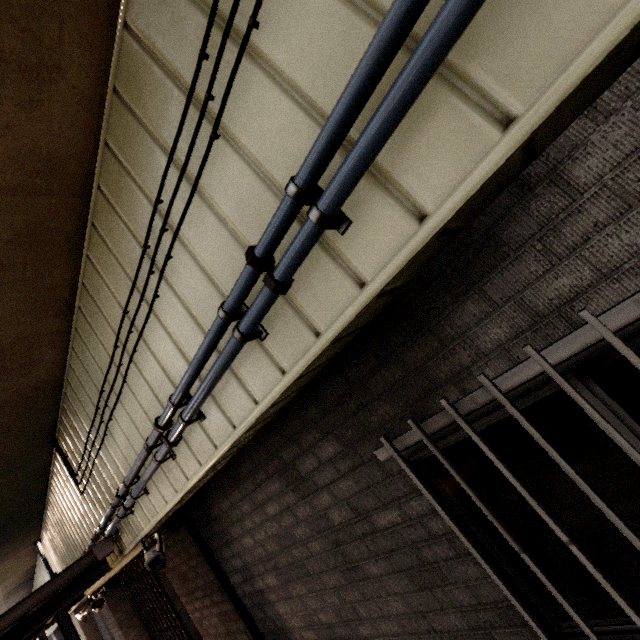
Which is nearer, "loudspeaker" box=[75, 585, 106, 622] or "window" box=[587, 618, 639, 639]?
"window" box=[587, 618, 639, 639]

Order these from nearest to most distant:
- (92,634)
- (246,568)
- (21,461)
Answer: (246,568) → (21,461) → (92,634)

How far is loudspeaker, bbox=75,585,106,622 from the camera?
6.80m

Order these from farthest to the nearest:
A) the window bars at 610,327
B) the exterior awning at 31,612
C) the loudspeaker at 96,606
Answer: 1. the loudspeaker at 96,606
2. the exterior awning at 31,612
3. the window bars at 610,327

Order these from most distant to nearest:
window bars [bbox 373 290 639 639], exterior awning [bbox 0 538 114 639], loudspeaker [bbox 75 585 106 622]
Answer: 1. loudspeaker [bbox 75 585 106 622]
2. exterior awning [bbox 0 538 114 639]
3. window bars [bbox 373 290 639 639]

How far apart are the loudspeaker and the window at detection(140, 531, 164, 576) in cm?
555

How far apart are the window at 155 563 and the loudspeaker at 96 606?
5.6 meters
